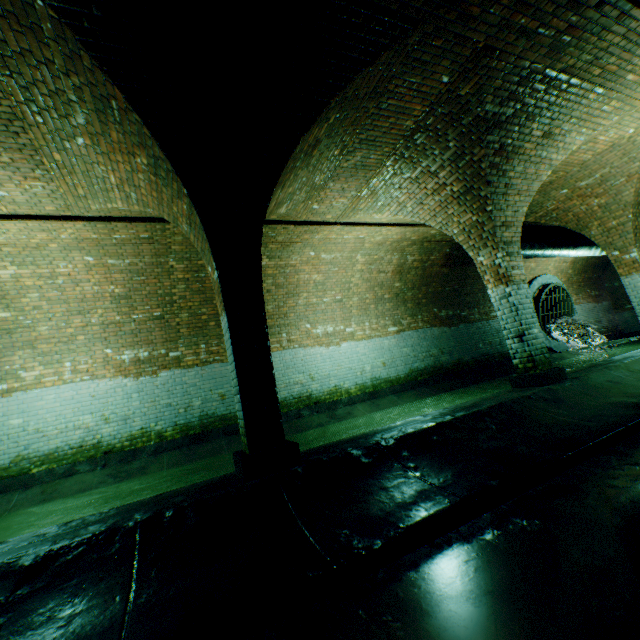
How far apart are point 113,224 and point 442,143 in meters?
5.8 m

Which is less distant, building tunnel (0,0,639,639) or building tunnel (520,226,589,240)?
building tunnel (0,0,639,639)

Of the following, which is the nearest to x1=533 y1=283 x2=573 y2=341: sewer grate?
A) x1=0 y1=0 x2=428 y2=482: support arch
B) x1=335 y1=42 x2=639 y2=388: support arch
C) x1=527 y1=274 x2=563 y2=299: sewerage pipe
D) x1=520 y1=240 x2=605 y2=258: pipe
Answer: x1=527 y1=274 x2=563 y2=299: sewerage pipe

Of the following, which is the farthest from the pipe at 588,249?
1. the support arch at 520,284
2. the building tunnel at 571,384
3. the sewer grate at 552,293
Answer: the sewer grate at 552,293

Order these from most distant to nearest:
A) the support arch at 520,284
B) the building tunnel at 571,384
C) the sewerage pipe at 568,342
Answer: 1. the sewerage pipe at 568,342
2. the support arch at 520,284
3. the building tunnel at 571,384

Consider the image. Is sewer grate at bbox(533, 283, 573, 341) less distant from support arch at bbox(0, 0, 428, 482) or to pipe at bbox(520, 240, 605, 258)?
pipe at bbox(520, 240, 605, 258)

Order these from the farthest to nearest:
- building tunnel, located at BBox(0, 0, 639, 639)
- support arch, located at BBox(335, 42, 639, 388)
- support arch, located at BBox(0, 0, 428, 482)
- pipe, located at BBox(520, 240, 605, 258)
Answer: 1. pipe, located at BBox(520, 240, 605, 258)
2. support arch, located at BBox(335, 42, 639, 388)
3. support arch, located at BBox(0, 0, 428, 482)
4. building tunnel, located at BBox(0, 0, 639, 639)

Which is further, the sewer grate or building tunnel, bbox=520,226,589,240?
the sewer grate
